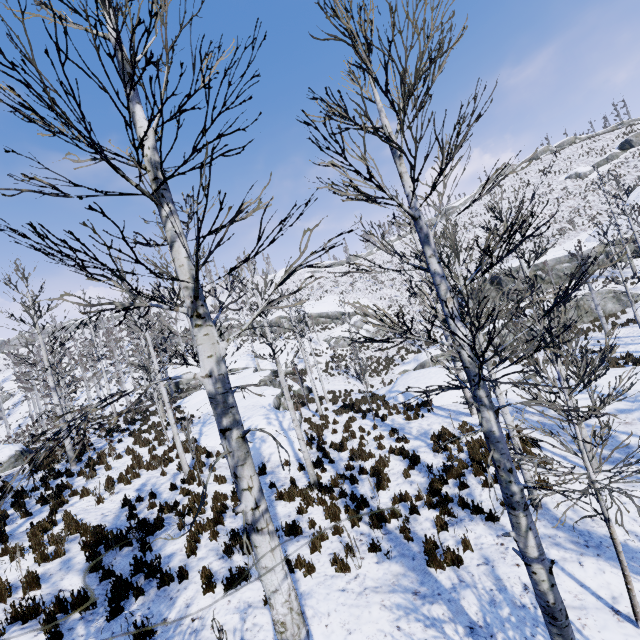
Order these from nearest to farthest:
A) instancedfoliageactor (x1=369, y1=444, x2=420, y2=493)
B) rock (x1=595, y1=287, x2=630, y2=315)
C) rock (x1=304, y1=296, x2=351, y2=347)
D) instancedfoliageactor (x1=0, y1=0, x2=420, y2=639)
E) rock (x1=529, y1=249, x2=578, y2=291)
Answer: instancedfoliageactor (x1=0, y1=0, x2=420, y2=639) < instancedfoliageactor (x1=369, y1=444, x2=420, y2=493) < rock (x1=595, y1=287, x2=630, y2=315) < rock (x1=529, y1=249, x2=578, y2=291) < rock (x1=304, y1=296, x2=351, y2=347)

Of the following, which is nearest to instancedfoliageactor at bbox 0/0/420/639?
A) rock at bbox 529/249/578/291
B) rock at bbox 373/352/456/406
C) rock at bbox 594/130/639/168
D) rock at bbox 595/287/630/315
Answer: rock at bbox 373/352/456/406

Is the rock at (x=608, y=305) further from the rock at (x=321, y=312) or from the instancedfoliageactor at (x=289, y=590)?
the rock at (x=321, y=312)

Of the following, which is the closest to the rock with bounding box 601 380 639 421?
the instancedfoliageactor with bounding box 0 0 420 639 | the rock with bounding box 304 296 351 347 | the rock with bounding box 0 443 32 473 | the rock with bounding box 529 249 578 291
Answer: the instancedfoliageactor with bounding box 0 0 420 639

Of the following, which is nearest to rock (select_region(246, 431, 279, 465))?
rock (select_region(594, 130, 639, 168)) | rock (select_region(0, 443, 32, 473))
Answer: rock (select_region(0, 443, 32, 473))

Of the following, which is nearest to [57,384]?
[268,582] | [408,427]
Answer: [408,427]

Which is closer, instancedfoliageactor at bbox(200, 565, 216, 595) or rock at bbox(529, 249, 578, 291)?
instancedfoliageactor at bbox(200, 565, 216, 595)

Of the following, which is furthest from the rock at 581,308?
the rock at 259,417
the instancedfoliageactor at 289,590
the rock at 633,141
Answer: the rock at 633,141
